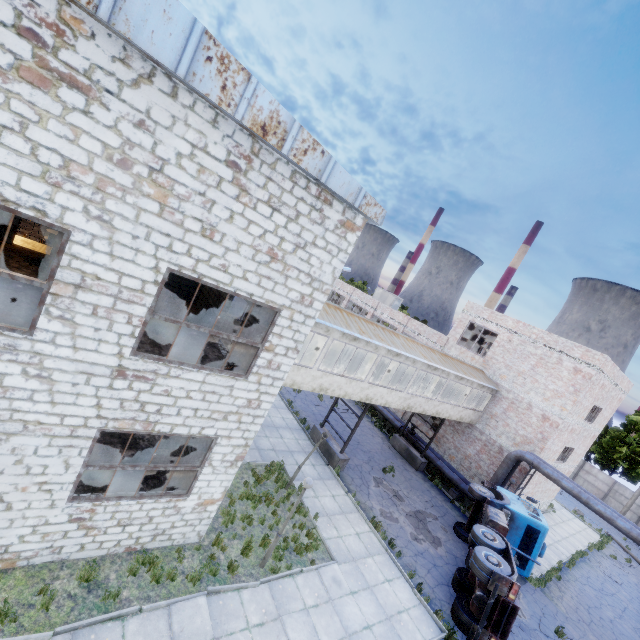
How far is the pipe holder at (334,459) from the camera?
17.27m

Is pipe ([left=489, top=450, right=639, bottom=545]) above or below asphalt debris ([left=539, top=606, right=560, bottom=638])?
above

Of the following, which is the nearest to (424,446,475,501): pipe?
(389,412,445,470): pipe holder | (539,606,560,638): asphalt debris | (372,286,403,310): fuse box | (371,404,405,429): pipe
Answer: (389,412,445,470): pipe holder

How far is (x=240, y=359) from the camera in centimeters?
1102cm

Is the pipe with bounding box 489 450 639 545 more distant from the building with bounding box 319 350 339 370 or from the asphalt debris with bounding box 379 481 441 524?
the asphalt debris with bounding box 379 481 441 524

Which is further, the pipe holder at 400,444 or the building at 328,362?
the pipe holder at 400,444

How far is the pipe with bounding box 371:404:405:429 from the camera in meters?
25.7 m
